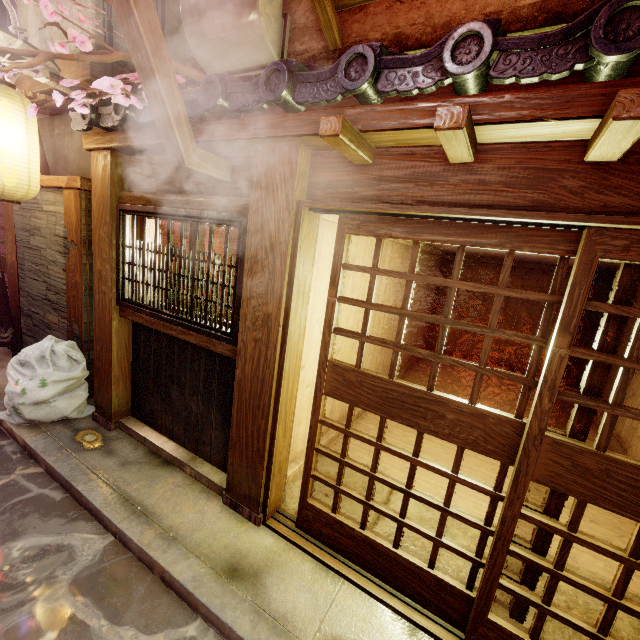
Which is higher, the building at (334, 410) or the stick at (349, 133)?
the stick at (349, 133)

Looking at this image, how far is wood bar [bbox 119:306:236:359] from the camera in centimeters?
533cm

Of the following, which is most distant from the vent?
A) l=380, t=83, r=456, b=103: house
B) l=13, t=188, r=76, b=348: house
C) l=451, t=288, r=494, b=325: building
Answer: l=451, t=288, r=494, b=325: building

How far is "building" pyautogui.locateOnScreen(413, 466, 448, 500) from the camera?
6.7 meters

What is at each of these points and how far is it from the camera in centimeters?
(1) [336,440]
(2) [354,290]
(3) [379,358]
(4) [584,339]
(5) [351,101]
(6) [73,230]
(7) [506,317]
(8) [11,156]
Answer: (1) building, 816cm
(2) building, 753cm
(3) building, 1055cm
(4) building, 1437cm
(5) house, 368cm
(6) wood pole, 761cm
(7) building, 1578cm
(8) lantern, 610cm

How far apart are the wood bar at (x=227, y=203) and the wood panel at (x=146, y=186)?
0.01m

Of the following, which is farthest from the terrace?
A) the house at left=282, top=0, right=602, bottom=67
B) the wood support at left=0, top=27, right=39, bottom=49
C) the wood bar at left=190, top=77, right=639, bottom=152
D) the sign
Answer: the sign
